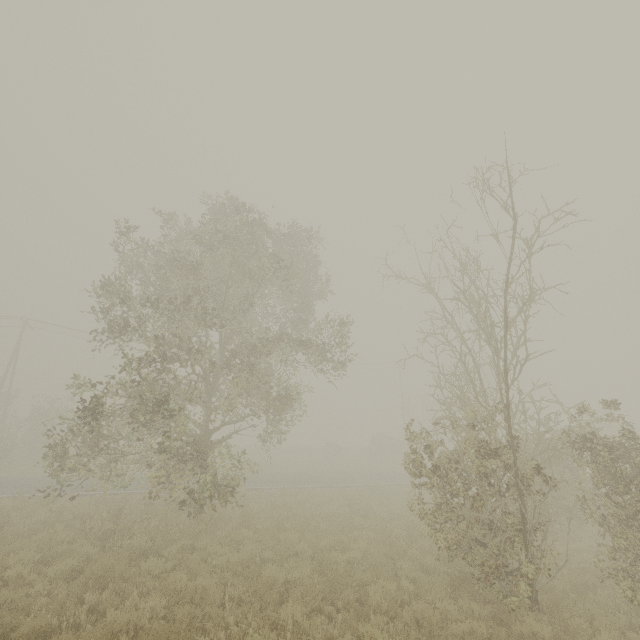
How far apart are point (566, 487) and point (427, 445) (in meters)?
3.21
